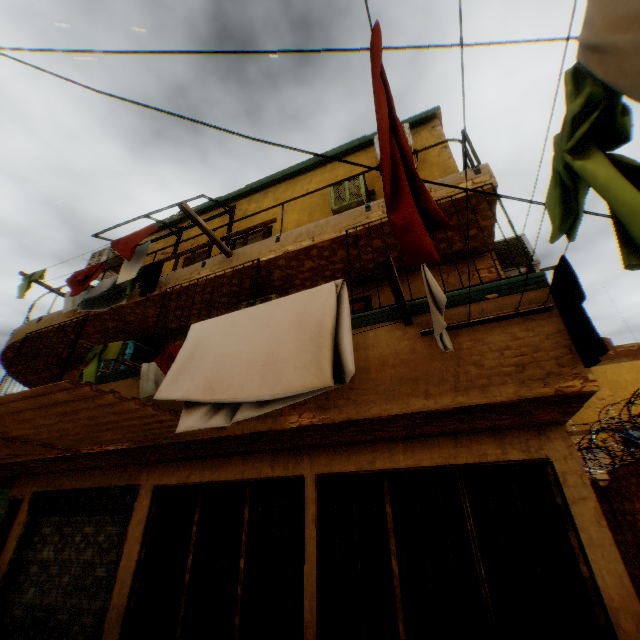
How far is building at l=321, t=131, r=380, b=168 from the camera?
7.6m

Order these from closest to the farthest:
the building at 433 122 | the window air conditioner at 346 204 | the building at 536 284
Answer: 1. the building at 536 284
2. the building at 433 122
3. the window air conditioner at 346 204

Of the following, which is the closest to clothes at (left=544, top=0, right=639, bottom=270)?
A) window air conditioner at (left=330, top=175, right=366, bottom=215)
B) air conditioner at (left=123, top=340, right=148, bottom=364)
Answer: window air conditioner at (left=330, top=175, right=366, bottom=215)

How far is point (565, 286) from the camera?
2.62m

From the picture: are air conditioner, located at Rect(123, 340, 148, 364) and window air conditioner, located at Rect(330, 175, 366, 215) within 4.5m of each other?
no

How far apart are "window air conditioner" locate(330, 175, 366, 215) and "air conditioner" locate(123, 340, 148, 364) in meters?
5.3

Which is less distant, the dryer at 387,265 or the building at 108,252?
the dryer at 387,265

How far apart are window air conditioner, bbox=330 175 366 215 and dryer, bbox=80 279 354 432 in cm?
344
